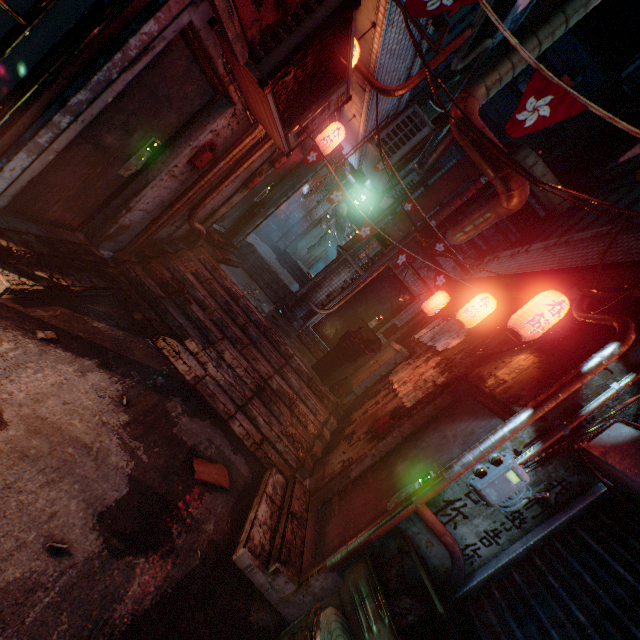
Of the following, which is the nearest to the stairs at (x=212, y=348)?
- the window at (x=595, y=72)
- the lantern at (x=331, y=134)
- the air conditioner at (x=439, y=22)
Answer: the lantern at (x=331, y=134)

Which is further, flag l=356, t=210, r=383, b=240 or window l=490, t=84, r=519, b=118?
window l=490, t=84, r=519, b=118

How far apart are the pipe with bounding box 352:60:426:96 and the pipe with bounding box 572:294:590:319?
2.8m

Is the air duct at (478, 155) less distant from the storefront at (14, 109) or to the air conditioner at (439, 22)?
the air conditioner at (439, 22)

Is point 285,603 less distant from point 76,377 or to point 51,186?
point 76,377

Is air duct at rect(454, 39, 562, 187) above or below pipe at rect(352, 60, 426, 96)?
above

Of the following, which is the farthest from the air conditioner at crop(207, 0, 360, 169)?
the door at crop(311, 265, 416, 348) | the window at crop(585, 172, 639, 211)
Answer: the door at crop(311, 265, 416, 348)

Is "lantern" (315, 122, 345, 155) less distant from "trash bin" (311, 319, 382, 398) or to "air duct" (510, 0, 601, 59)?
"air duct" (510, 0, 601, 59)
